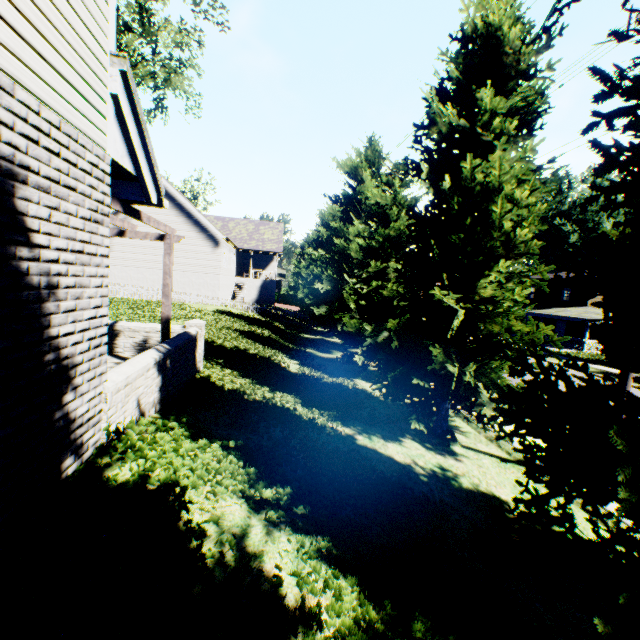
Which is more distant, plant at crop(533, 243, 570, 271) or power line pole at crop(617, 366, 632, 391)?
plant at crop(533, 243, 570, 271)

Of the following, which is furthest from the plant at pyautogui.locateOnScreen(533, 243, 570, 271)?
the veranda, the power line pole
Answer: the power line pole

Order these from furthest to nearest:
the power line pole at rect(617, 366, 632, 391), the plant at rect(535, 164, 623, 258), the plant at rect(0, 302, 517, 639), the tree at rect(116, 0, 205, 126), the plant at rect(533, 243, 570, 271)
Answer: the plant at rect(533, 243, 570, 271), the plant at rect(535, 164, 623, 258), the tree at rect(116, 0, 205, 126), the power line pole at rect(617, 366, 632, 391), the plant at rect(0, 302, 517, 639)

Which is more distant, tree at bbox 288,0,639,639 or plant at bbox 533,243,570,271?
plant at bbox 533,243,570,271

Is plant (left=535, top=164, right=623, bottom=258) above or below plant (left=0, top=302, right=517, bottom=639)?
above

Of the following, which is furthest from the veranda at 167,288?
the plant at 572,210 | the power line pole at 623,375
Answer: the power line pole at 623,375

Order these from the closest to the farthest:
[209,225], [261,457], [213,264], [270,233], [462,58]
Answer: [261,457] < [462,58] < [209,225] < [213,264] < [270,233]

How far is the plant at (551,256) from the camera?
53.37m
